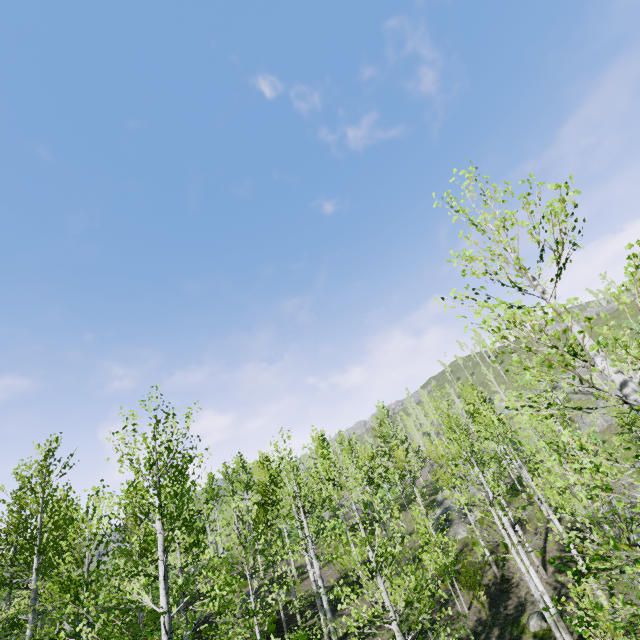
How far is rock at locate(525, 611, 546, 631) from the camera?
12.7 meters

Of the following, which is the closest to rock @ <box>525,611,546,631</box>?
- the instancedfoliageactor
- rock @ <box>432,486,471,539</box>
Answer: the instancedfoliageactor

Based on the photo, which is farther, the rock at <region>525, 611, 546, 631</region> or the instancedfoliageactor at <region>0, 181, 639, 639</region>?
the rock at <region>525, 611, 546, 631</region>

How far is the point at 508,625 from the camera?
13.6 meters

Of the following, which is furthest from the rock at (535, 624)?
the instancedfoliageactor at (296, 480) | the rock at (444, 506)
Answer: the rock at (444, 506)

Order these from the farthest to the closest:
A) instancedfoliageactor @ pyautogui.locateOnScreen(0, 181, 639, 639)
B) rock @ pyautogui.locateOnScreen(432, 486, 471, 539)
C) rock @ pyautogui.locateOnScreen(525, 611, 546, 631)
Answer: rock @ pyautogui.locateOnScreen(432, 486, 471, 539) < rock @ pyautogui.locateOnScreen(525, 611, 546, 631) < instancedfoliageactor @ pyautogui.locateOnScreen(0, 181, 639, 639)

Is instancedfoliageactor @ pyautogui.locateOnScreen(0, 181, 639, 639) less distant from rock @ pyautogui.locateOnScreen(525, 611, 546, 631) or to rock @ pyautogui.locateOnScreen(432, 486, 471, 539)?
rock @ pyautogui.locateOnScreen(432, 486, 471, 539)

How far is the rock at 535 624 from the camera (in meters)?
12.74
